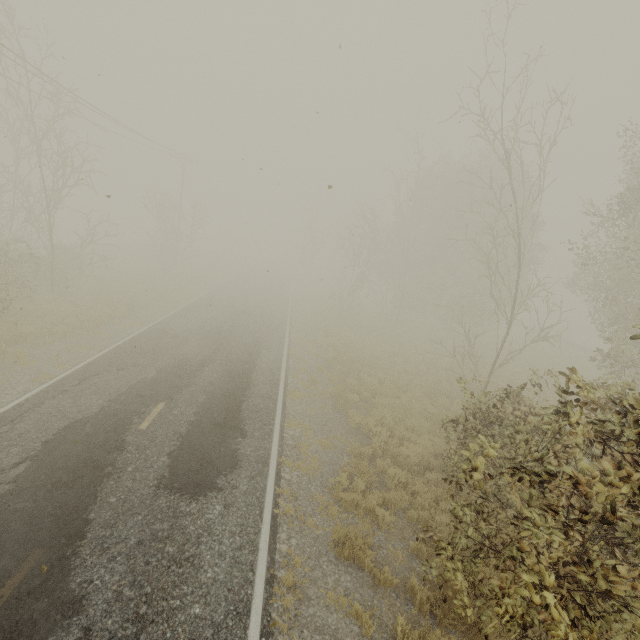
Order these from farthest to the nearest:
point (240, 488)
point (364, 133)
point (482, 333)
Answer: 1. point (364, 133)
2. point (482, 333)
3. point (240, 488)

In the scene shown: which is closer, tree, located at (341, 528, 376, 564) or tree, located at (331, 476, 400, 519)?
tree, located at (341, 528, 376, 564)

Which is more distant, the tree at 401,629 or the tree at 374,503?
the tree at 374,503

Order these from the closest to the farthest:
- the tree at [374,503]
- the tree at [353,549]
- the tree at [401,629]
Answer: the tree at [401,629] < the tree at [353,549] < the tree at [374,503]

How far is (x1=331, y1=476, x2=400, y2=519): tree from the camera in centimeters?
751cm

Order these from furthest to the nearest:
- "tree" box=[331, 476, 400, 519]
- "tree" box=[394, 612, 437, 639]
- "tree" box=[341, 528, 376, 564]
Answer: "tree" box=[331, 476, 400, 519] → "tree" box=[341, 528, 376, 564] → "tree" box=[394, 612, 437, 639]
